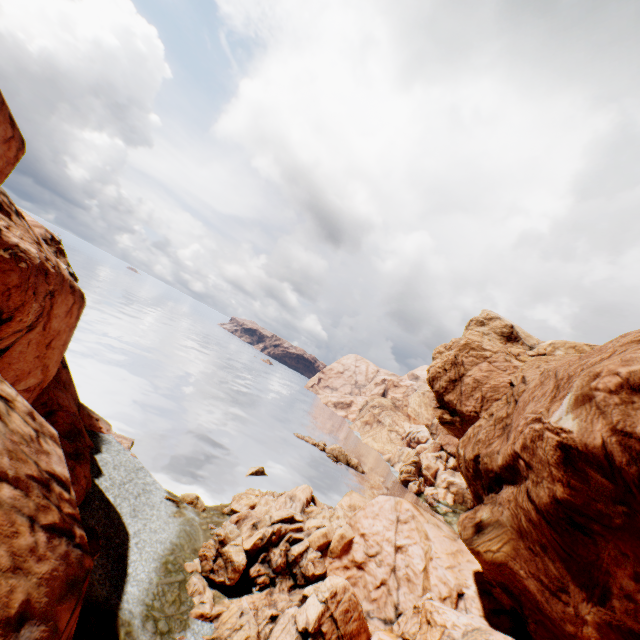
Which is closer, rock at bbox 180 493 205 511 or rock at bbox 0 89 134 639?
rock at bbox 0 89 134 639

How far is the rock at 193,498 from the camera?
29.1m

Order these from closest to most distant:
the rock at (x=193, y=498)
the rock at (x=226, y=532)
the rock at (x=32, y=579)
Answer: the rock at (x=32, y=579) < the rock at (x=226, y=532) < the rock at (x=193, y=498)

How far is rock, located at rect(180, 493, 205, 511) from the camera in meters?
29.1 m

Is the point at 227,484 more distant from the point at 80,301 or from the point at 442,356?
the point at 442,356

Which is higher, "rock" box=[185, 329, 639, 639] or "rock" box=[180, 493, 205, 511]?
"rock" box=[185, 329, 639, 639]

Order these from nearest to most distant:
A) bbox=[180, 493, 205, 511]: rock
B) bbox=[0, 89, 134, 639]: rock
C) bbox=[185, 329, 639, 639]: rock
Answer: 1. bbox=[0, 89, 134, 639]: rock
2. bbox=[185, 329, 639, 639]: rock
3. bbox=[180, 493, 205, 511]: rock
